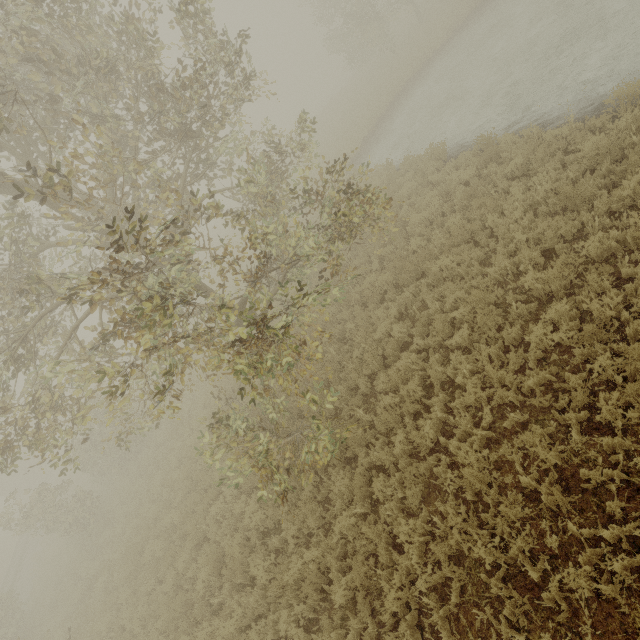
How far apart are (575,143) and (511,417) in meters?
7.6

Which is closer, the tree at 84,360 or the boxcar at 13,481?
the tree at 84,360

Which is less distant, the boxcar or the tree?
the tree
